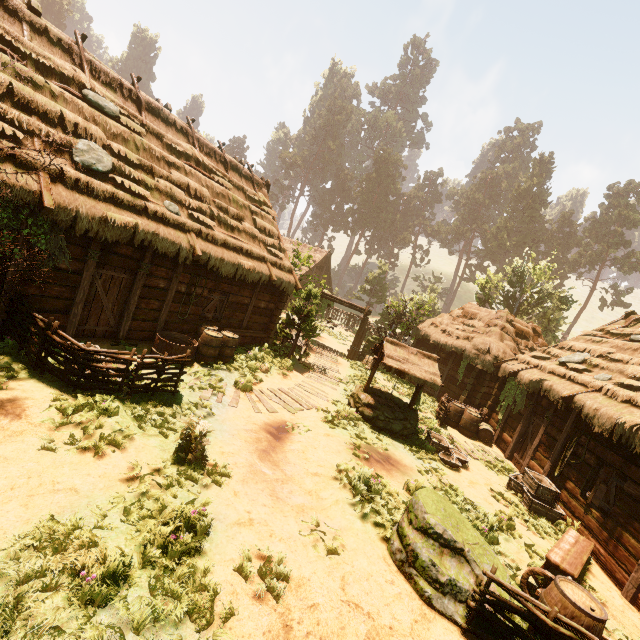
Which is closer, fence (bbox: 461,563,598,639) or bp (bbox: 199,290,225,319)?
fence (bbox: 461,563,598,639)

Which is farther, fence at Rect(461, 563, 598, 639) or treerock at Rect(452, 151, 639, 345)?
treerock at Rect(452, 151, 639, 345)

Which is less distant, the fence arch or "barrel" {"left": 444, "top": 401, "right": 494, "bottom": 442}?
"barrel" {"left": 444, "top": 401, "right": 494, "bottom": 442}

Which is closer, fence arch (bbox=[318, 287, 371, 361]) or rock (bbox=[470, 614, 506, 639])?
rock (bbox=[470, 614, 506, 639])

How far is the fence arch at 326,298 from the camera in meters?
21.0 m

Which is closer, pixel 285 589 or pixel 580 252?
pixel 285 589

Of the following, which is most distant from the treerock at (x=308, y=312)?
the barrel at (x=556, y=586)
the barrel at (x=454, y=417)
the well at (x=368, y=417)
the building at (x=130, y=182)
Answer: the barrel at (x=556, y=586)

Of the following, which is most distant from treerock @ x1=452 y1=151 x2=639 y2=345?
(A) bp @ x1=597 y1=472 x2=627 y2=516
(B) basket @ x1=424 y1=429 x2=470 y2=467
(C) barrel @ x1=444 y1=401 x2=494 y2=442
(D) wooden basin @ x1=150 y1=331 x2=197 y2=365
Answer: (B) basket @ x1=424 y1=429 x2=470 y2=467
